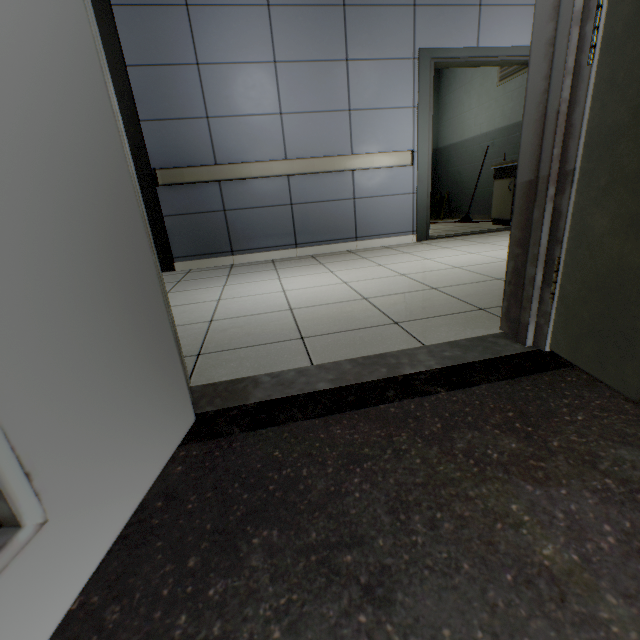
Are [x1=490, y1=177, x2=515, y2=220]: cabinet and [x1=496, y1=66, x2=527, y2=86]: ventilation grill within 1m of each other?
no

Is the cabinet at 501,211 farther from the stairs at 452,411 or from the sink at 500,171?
the stairs at 452,411

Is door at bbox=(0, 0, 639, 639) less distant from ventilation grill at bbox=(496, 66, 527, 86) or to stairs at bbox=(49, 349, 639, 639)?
stairs at bbox=(49, 349, 639, 639)

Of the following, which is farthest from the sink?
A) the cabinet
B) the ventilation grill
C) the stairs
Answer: the stairs

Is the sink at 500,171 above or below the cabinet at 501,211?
above

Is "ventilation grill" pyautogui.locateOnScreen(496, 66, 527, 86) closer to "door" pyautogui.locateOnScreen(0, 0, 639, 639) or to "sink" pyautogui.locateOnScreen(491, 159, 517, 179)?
"sink" pyautogui.locateOnScreen(491, 159, 517, 179)

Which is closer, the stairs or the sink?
the stairs

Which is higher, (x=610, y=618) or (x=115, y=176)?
(x=115, y=176)
